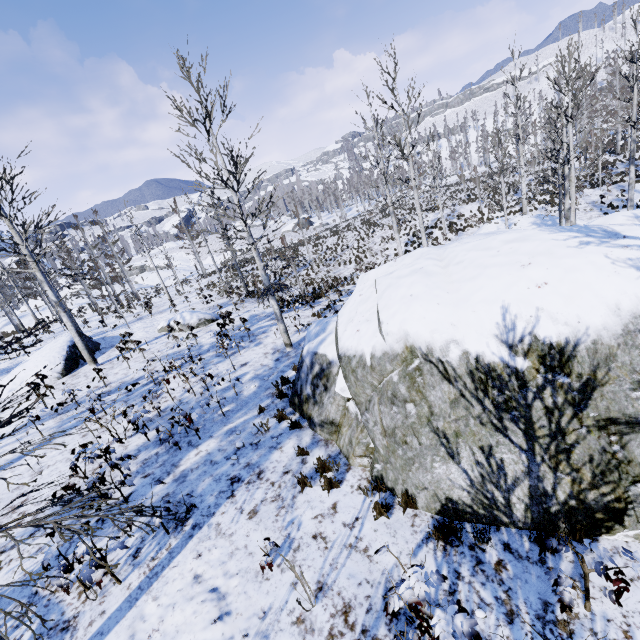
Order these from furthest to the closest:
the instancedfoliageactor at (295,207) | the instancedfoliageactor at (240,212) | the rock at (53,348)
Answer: the instancedfoliageactor at (295,207) < the rock at (53,348) < the instancedfoliageactor at (240,212)

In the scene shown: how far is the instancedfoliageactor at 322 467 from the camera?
5.50m

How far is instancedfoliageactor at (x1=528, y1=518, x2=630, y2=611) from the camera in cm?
285

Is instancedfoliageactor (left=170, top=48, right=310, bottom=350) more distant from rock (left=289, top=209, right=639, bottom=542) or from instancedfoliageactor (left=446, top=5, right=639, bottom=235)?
instancedfoliageactor (left=446, top=5, right=639, bottom=235)

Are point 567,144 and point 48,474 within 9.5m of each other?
no

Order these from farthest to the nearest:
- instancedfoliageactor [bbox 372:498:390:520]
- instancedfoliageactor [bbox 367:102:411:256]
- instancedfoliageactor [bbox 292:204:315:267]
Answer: instancedfoliageactor [bbox 292:204:315:267], instancedfoliageactor [bbox 367:102:411:256], instancedfoliageactor [bbox 372:498:390:520]

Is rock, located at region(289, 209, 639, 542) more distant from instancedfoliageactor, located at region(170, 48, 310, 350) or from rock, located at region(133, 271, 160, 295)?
rock, located at region(133, 271, 160, 295)
